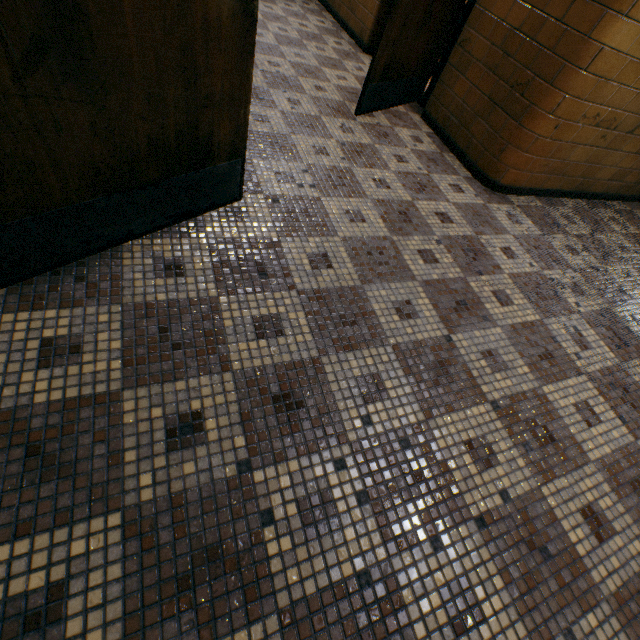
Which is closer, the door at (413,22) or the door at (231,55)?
the door at (231,55)

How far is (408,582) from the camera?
1.10m

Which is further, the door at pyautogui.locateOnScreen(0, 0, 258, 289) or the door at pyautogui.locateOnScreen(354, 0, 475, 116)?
the door at pyautogui.locateOnScreen(354, 0, 475, 116)
